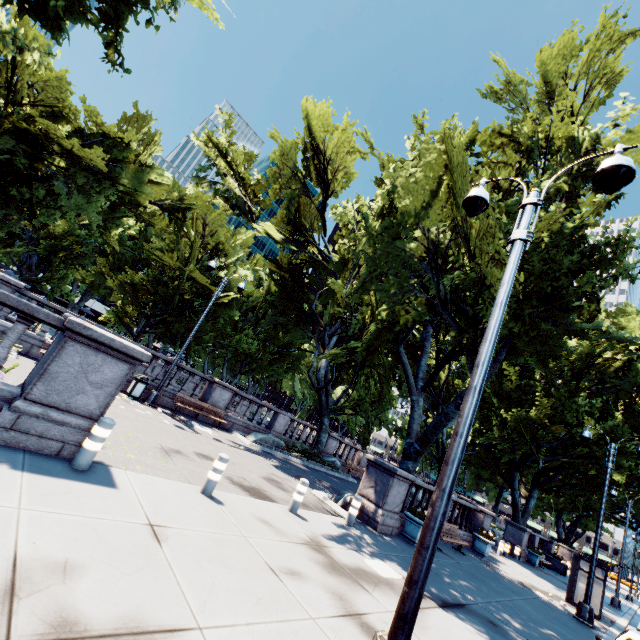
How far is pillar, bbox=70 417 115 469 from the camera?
5.2 meters

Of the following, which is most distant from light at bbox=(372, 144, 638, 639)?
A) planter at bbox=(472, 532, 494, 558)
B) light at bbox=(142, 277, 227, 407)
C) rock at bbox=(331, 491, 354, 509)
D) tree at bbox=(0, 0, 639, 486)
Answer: planter at bbox=(472, 532, 494, 558)

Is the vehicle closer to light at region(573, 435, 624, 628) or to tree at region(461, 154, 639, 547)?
light at region(573, 435, 624, 628)

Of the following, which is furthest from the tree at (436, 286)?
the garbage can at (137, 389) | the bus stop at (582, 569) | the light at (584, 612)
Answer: the garbage can at (137, 389)

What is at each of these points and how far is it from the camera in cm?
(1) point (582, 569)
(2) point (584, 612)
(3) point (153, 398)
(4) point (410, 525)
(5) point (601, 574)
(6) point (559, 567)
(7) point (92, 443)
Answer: (1) bus stop, 1484
(2) light, 1214
(3) light, 1434
(4) planter, 1159
(5) bus stop, 1443
(6) container, 2588
(7) pillar, 532

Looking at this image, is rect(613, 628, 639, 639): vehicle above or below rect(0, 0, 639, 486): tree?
below

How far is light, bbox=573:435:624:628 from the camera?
12.09m

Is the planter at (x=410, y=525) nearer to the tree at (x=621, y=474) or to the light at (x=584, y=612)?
the tree at (x=621, y=474)
